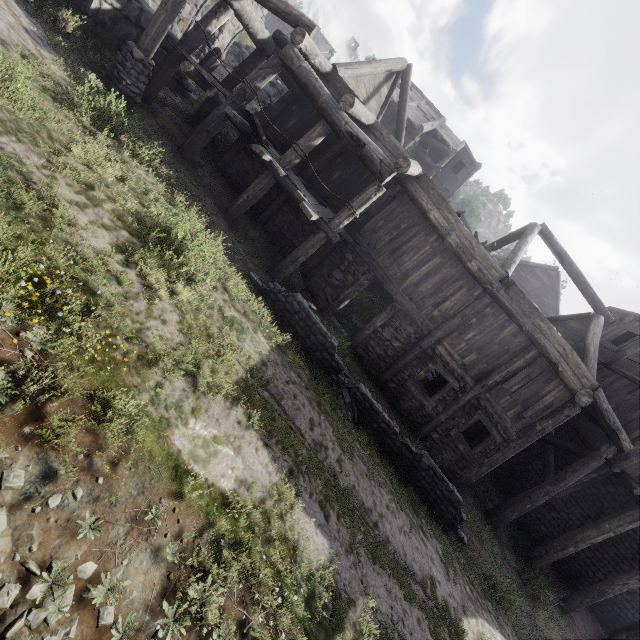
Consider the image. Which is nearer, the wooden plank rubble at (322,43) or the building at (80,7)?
the building at (80,7)

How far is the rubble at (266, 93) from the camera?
23.20m

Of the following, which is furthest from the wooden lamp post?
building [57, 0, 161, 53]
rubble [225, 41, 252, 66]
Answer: rubble [225, 41, 252, 66]

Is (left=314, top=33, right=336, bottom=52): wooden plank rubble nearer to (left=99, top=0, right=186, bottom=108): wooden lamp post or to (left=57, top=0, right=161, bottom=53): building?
(left=57, top=0, right=161, bottom=53): building

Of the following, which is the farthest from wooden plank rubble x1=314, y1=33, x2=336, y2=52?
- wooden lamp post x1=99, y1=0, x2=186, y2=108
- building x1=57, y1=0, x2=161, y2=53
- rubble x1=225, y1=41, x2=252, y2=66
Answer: wooden lamp post x1=99, y1=0, x2=186, y2=108

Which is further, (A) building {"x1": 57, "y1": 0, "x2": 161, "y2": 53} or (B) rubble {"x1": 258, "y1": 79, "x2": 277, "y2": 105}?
(B) rubble {"x1": 258, "y1": 79, "x2": 277, "y2": 105}

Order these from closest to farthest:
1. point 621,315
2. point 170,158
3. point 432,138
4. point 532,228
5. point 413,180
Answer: point 170,158, point 413,180, point 532,228, point 621,315, point 432,138

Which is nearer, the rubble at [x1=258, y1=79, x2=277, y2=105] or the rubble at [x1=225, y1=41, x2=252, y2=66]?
the rubble at [x1=225, y1=41, x2=252, y2=66]
